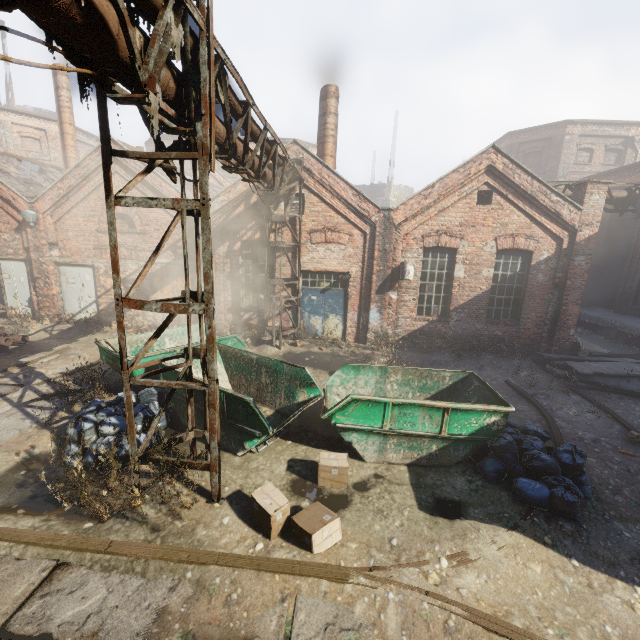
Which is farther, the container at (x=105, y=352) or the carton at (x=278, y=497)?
the container at (x=105, y=352)

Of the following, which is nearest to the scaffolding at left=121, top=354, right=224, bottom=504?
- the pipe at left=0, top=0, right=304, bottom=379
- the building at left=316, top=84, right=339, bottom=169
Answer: the pipe at left=0, top=0, right=304, bottom=379

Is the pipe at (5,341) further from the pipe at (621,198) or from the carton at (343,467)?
the pipe at (621,198)

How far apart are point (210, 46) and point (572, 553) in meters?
8.1

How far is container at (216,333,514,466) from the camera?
6.0 meters

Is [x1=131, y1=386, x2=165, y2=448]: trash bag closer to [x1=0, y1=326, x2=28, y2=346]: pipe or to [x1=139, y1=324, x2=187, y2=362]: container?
[x1=139, y1=324, x2=187, y2=362]: container

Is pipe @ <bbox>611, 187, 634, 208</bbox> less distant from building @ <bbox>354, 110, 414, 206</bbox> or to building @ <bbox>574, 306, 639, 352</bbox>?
building @ <bbox>574, 306, 639, 352</bbox>

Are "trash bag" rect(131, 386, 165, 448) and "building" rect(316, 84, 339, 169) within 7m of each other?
no
